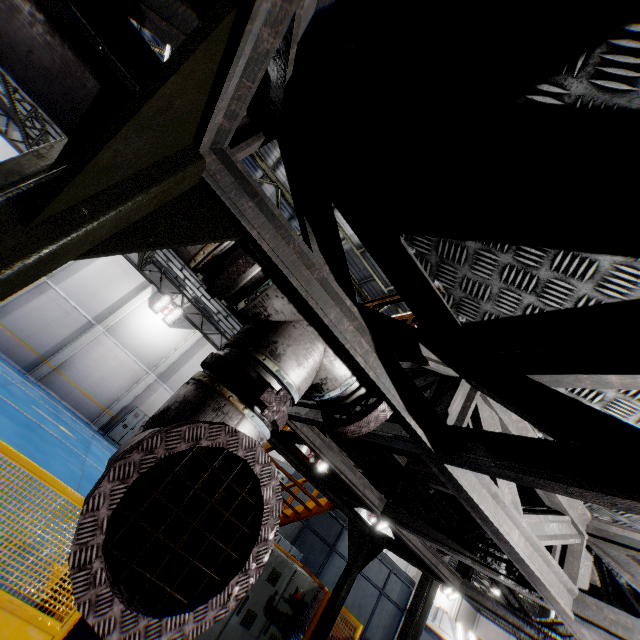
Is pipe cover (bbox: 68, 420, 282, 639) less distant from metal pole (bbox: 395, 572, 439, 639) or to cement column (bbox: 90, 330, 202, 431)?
metal pole (bbox: 395, 572, 439, 639)

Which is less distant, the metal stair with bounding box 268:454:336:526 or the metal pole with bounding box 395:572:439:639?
the metal stair with bounding box 268:454:336:526

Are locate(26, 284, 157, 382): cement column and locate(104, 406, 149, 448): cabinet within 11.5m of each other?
yes

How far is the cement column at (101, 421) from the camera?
18.42m

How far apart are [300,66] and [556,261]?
1.5m

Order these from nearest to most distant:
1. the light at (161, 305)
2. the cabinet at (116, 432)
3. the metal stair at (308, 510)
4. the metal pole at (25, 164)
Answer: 1. the metal pole at (25, 164)
2. the metal stair at (308, 510)
3. the cabinet at (116, 432)
4. the light at (161, 305)

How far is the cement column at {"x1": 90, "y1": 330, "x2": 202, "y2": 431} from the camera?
18.42m

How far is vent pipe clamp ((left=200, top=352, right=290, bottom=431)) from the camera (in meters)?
1.40
